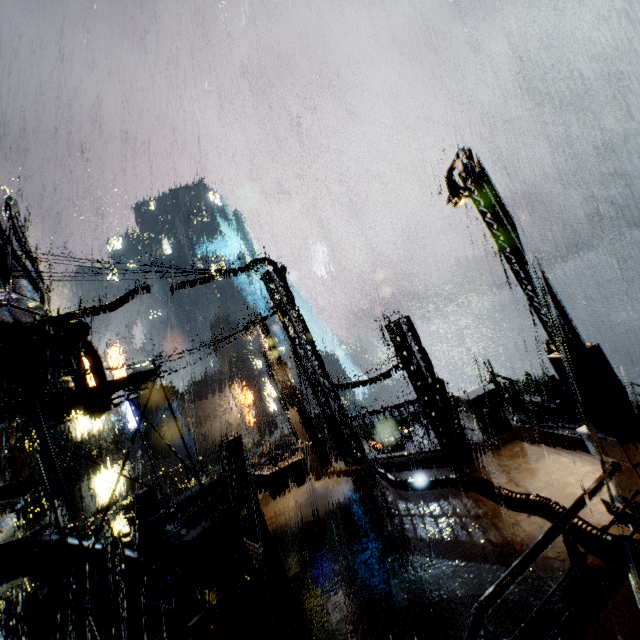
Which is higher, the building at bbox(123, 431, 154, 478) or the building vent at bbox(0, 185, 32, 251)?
the building vent at bbox(0, 185, 32, 251)

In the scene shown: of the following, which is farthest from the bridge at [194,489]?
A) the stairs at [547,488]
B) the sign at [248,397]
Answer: the sign at [248,397]

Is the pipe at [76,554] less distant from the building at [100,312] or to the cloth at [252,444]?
the building at [100,312]

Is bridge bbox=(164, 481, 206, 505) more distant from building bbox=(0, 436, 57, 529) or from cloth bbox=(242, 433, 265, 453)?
cloth bbox=(242, 433, 265, 453)

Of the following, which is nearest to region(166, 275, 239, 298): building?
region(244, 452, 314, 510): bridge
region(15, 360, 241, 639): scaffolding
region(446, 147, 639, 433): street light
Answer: region(244, 452, 314, 510): bridge

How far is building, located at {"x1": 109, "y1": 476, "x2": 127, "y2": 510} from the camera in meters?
24.5 m

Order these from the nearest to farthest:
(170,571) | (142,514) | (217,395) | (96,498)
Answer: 1. (142,514)
2. (170,571)
3. (96,498)
4. (217,395)

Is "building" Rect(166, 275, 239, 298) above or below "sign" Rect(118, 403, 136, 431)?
above
